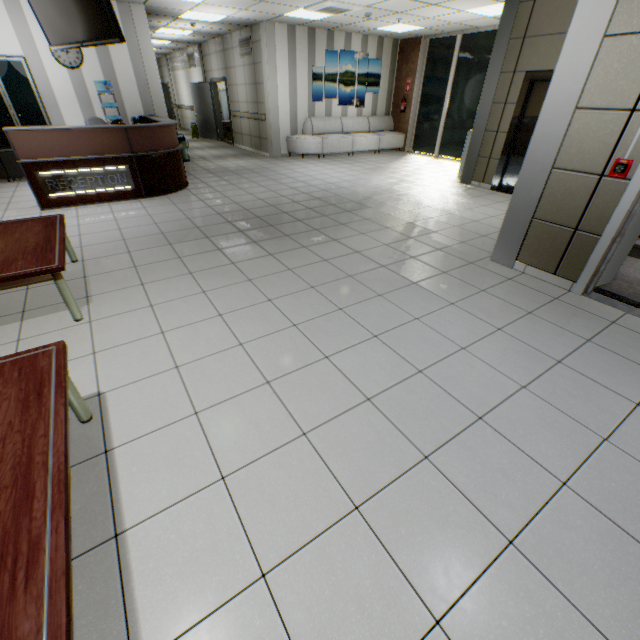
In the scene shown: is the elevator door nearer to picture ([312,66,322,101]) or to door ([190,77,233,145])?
picture ([312,66,322,101])

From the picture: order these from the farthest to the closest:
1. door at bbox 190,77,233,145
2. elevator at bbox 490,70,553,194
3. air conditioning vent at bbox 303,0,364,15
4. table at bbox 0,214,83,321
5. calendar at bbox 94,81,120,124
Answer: A: door at bbox 190,77,233,145 → calendar at bbox 94,81,120,124 → air conditioning vent at bbox 303,0,364,15 → elevator at bbox 490,70,553,194 → table at bbox 0,214,83,321

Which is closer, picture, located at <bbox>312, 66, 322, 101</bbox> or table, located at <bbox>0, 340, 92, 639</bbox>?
table, located at <bbox>0, 340, 92, 639</bbox>

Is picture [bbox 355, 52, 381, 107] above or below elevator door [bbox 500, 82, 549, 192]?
above

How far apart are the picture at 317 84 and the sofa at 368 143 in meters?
0.3

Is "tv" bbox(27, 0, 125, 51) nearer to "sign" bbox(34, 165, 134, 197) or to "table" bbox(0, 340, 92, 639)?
"sign" bbox(34, 165, 134, 197)

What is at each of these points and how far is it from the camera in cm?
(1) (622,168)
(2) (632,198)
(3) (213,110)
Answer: (1) fire alarm, 277
(2) door, 279
(3) door, 1330

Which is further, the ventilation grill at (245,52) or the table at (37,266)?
the ventilation grill at (245,52)
